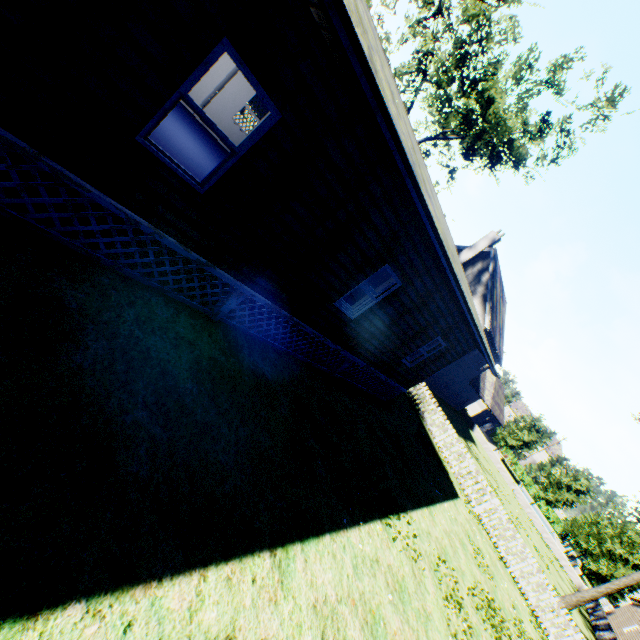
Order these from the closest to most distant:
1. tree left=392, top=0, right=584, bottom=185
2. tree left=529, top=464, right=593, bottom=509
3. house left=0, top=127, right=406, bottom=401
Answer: house left=0, top=127, right=406, bottom=401 < tree left=392, top=0, right=584, bottom=185 < tree left=529, top=464, right=593, bottom=509

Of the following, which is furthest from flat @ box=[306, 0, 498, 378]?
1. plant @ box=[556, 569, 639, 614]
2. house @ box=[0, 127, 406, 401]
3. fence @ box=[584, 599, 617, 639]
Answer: plant @ box=[556, 569, 639, 614]

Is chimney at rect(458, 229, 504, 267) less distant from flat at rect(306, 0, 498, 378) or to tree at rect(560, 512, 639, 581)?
tree at rect(560, 512, 639, 581)

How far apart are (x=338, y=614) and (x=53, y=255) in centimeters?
662cm

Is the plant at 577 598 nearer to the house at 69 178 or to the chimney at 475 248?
the house at 69 178

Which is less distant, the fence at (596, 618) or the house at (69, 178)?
the house at (69, 178)

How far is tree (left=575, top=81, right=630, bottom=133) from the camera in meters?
18.8 m

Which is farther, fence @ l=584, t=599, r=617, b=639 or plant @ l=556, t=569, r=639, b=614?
fence @ l=584, t=599, r=617, b=639
